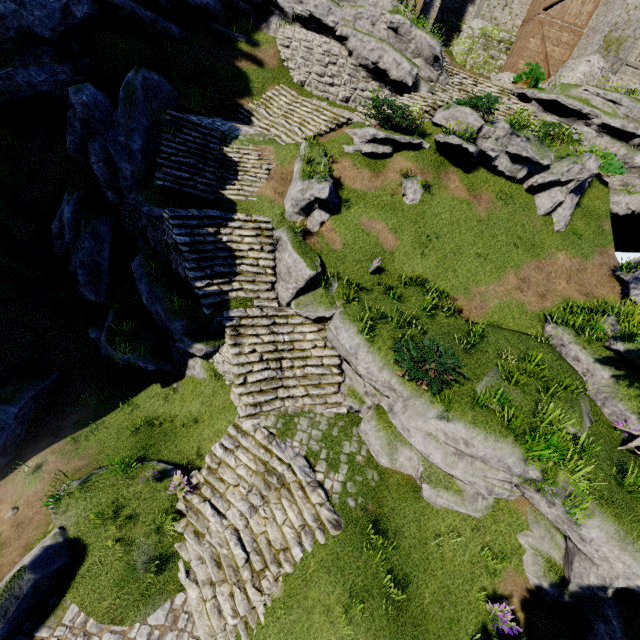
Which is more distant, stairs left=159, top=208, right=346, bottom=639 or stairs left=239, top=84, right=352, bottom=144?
stairs left=239, top=84, right=352, bottom=144

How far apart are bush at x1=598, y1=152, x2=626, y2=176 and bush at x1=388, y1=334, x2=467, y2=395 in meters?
14.9

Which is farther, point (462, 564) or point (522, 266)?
point (522, 266)

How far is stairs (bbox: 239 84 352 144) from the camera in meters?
15.2

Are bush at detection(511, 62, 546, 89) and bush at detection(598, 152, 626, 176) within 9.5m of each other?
yes

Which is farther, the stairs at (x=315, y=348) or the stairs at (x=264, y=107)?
the stairs at (x=264, y=107)

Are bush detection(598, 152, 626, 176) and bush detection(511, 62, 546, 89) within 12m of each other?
yes

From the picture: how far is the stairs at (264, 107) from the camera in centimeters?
1519cm
